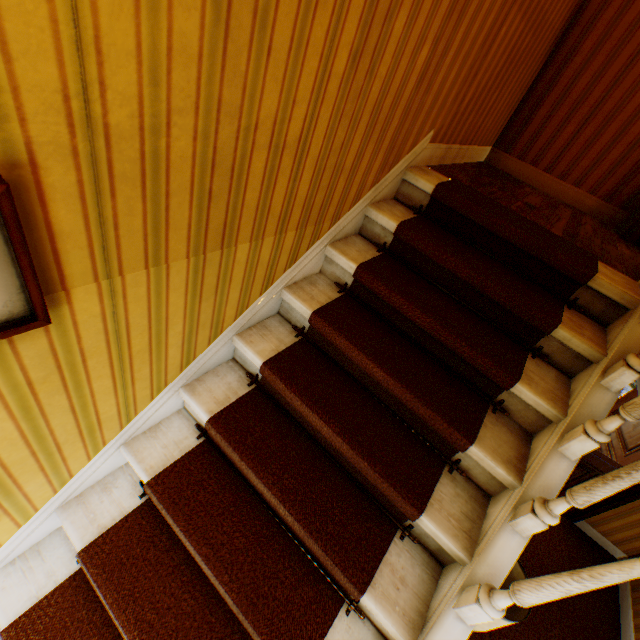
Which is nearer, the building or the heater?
the building

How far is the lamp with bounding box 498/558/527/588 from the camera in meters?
1.9

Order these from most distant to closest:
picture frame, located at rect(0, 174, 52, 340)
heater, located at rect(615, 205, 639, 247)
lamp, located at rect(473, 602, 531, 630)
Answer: heater, located at rect(615, 205, 639, 247)
lamp, located at rect(473, 602, 531, 630)
picture frame, located at rect(0, 174, 52, 340)

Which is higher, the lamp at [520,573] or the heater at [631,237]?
the heater at [631,237]

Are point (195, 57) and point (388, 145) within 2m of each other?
yes

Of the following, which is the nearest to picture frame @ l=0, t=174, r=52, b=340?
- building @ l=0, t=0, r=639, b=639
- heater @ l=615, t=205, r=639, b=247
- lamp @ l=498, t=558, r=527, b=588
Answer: building @ l=0, t=0, r=639, b=639

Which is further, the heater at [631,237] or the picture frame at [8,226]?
the heater at [631,237]
